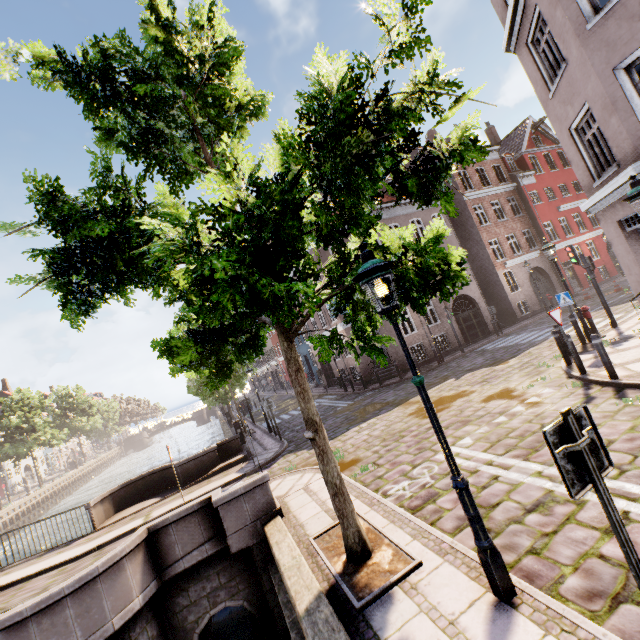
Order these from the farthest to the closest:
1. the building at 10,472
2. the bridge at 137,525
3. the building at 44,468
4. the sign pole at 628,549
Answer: the building at 44,468
the building at 10,472
the bridge at 137,525
the sign pole at 628,549

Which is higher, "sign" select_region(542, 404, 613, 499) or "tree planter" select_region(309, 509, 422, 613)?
"sign" select_region(542, 404, 613, 499)

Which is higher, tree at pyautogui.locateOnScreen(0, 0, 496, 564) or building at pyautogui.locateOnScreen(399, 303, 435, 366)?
tree at pyautogui.locateOnScreen(0, 0, 496, 564)

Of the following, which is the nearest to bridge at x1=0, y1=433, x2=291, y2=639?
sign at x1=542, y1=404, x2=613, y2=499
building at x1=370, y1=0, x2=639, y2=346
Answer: sign at x1=542, y1=404, x2=613, y2=499

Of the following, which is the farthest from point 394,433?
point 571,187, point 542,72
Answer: point 571,187

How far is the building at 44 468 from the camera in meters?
54.8

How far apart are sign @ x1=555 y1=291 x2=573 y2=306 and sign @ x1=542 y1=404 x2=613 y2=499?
11.4m

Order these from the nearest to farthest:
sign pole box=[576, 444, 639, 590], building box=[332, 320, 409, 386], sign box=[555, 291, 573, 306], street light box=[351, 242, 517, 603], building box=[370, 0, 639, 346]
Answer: sign pole box=[576, 444, 639, 590] < street light box=[351, 242, 517, 603] < building box=[370, 0, 639, 346] < sign box=[555, 291, 573, 306] < building box=[332, 320, 409, 386]
